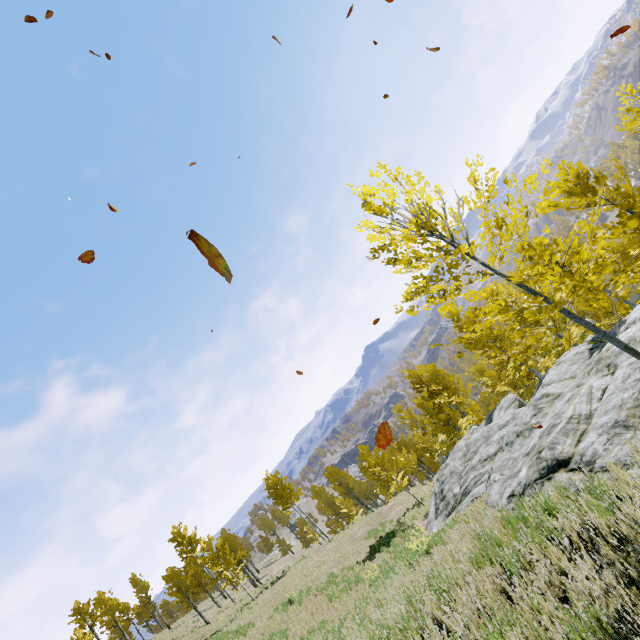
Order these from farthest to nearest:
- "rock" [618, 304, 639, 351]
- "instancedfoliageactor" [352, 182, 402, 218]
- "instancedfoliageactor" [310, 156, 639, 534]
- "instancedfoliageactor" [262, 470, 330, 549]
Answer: "instancedfoliageactor" [262, 470, 330, 549], "rock" [618, 304, 639, 351], "instancedfoliageactor" [352, 182, 402, 218], "instancedfoliageactor" [310, 156, 639, 534]

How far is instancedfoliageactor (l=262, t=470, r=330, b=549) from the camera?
34.0 meters

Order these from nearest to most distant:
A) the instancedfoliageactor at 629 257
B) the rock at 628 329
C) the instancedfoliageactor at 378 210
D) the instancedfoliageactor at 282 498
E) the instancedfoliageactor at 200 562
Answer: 1. the instancedfoliageactor at 629 257
2. the instancedfoliageactor at 378 210
3. the rock at 628 329
4. the instancedfoliageactor at 200 562
5. the instancedfoliageactor at 282 498

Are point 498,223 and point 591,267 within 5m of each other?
yes

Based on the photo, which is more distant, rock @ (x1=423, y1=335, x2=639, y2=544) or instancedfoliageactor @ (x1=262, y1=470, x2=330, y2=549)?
instancedfoliageactor @ (x1=262, y1=470, x2=330, y2=549)

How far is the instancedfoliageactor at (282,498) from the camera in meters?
34.0
